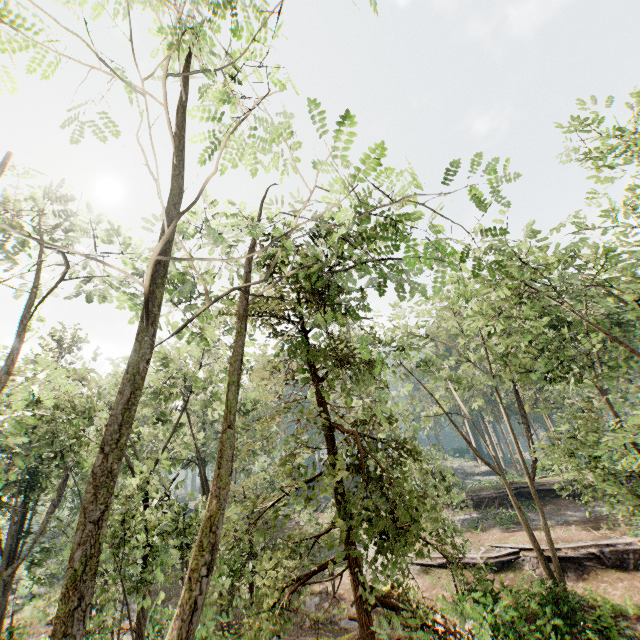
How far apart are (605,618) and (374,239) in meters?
17.5 m

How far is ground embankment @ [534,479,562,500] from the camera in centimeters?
3109cm

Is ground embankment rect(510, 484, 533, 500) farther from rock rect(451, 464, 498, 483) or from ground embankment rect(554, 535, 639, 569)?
rock rect(451, 464, 498, 483)

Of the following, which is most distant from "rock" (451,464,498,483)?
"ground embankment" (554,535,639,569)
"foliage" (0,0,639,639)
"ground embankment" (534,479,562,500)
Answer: "ground embankment" (554,535,639,569)

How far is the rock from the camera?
54.5 meters

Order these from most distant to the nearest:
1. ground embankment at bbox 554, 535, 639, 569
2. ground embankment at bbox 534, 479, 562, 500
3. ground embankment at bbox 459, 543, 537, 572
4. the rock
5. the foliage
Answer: the rock → ground embankment at bbox 534, 479, 562, 500 → ground embankment at bbox 459, 543, 537, 572 → ground embankment at bbox 554, 535, 639, 569 → the foliage

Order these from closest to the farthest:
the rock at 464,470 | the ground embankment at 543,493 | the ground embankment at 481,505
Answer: the ground embankment at 543,493 < the ground embankment at 481,505 < the rock at 464,470

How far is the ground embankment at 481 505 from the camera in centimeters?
3166cm
